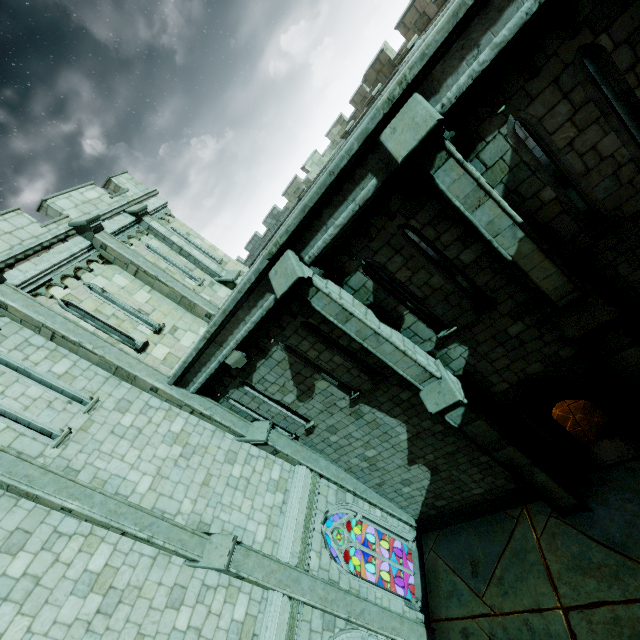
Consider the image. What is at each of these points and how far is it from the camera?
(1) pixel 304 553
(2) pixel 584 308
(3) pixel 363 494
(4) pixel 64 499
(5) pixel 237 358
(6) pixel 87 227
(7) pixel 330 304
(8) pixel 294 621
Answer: (1) trim, 8.6 meters
(2) stone column, 5.8 meters
(3) stone column, 10.9 meters
(4) stone column, 6.4 meters
(5) stone beam, 8.4 meters
(6) stone column, 10.4 meters
(7) stone column, 6.7 meters
(8) trim, 7.5 meters

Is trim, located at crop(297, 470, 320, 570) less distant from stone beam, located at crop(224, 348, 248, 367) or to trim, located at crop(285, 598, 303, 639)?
trim, located at crop(285, 598, 303, 639)

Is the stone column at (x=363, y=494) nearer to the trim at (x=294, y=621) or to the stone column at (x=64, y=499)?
the stone column at (x=64, y=499)

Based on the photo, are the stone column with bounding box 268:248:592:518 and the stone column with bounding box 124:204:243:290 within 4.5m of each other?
no

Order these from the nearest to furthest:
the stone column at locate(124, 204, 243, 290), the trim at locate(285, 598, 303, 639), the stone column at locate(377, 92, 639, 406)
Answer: the stone column at locate(377, 92, 639, 406) < the trim at locate(285, 598, 303, 639) < the stone column at locate(124, 204, 243, 290)

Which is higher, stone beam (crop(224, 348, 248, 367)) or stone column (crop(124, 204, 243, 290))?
Answer: stone column (crop(124, 204, 243, 290))

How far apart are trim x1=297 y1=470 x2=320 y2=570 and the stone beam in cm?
442

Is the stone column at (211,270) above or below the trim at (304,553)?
above
